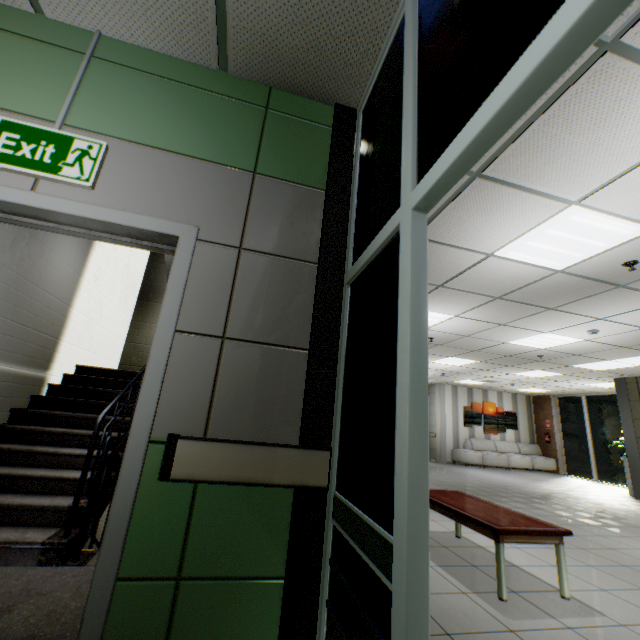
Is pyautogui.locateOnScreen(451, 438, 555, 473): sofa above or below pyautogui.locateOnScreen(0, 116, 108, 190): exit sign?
below

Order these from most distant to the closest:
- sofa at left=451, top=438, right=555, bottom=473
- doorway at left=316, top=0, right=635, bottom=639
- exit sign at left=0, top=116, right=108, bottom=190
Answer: sofa at left=451, top=438, right=555, bottom=473 < exit sign at left=0, top=116, right=108, bottom=190 < doorway at left=316, top=0, right=635, bottom=639

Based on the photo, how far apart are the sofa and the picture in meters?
0.2

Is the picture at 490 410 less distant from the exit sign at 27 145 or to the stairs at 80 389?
the stairs at 80 389

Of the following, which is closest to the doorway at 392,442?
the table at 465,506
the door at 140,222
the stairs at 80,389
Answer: the stairs at 80,389

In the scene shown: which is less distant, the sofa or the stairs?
the stairs

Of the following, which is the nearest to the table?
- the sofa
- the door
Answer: the door

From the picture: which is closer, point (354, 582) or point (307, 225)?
point (354, 582)
